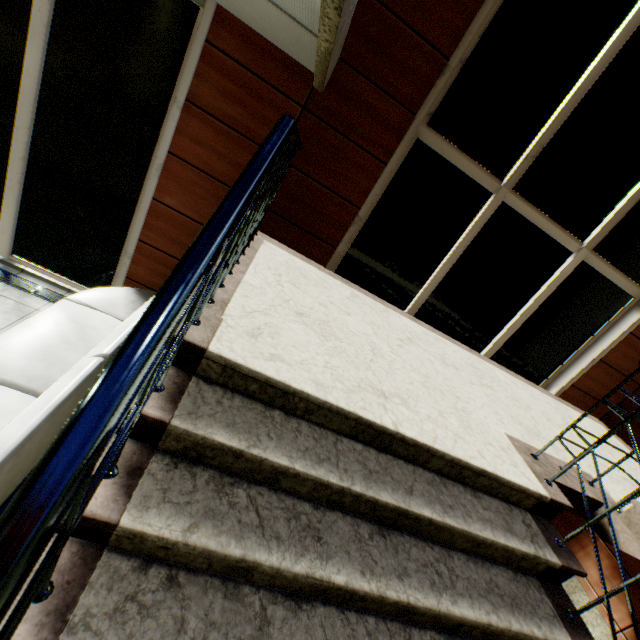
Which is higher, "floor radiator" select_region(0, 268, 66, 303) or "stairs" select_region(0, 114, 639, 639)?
"stairs" select_region(0, 114, 639, 639)

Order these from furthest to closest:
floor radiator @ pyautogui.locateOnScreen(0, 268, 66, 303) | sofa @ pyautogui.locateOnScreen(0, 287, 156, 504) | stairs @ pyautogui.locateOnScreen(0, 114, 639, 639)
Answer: floor radiator @ pyautogui.locateOnScreen(0, 268, 66, 303), sofa @ pyautogui.locateOnScreen(0, 287, 156, 504), stairs @ pyautogui.locateOnScreen(0, 114, 639, 639)

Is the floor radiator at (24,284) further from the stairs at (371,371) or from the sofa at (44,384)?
the stairs at (371,371)

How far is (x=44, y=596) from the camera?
0.9m

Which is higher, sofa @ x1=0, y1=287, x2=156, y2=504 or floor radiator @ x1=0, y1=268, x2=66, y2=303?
sofa @ x1=0, y1=287, x2=156, y2=504

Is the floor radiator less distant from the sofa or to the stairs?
the sofa

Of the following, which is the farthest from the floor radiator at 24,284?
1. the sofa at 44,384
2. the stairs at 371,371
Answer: the stairs at 371,371

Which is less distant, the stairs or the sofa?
the stairs
